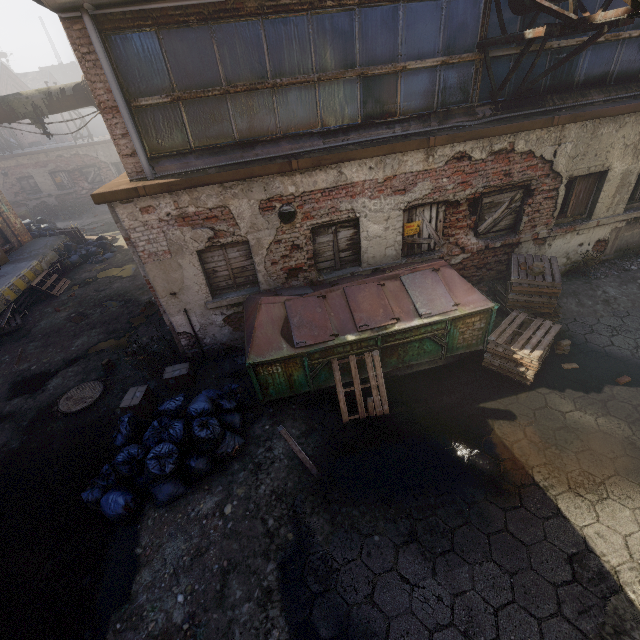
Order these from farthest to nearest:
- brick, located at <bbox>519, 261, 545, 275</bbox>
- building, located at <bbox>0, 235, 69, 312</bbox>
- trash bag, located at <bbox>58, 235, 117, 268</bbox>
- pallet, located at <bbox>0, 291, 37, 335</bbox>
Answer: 1. trash bag, located at <bbox>58, 235, 117, 268</bbox>
2. building, located at <bbox>0, 235, 69, 312</bbox>
3. pallet, located at <bbox>0, 291, 37, 335</bbox>
4. brick, located at <bbox>519, 261, 545, 275</bbox>

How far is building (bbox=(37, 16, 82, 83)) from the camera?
36.7m

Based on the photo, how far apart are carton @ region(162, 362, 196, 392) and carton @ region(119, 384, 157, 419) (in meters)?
0.30

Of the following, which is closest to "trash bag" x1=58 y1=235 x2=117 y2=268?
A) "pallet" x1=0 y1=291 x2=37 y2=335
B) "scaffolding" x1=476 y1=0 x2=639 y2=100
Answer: "pallet" x1=0 y1=291 x2=37 y2=335

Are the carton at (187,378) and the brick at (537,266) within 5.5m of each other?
no

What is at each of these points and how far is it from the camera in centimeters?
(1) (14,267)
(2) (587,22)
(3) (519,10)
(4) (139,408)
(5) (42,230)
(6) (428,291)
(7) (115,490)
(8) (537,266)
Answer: (1) building, 1122cm
(2) scaffolding, 438cm
(3) pipe, 530cm
(4) carton, 604cm
(5) trash bag, 1461cm
(6) trash container, 587cm
(7) trash bag, 483cm
(8) brick, 639cm

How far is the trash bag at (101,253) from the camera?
13.3 meters

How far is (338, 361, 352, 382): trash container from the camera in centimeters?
574cm
